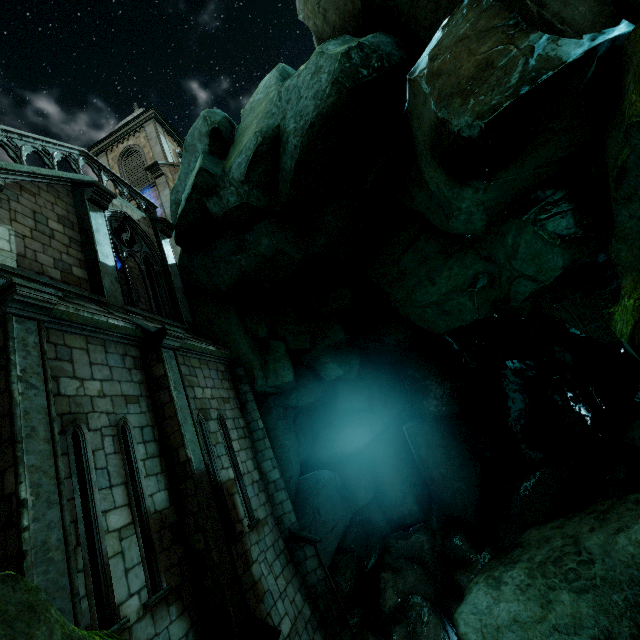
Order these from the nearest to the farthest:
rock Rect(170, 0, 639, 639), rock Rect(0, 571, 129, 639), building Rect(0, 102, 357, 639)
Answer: rock Rect(0, 571, 129, 639), building Rect(0, 102, 357, 639), rock Rect(170, 0, 639, 639)

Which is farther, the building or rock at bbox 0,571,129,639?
the building

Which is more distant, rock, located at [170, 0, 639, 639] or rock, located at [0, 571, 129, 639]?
rock, located at [170, 0, 639, 639]

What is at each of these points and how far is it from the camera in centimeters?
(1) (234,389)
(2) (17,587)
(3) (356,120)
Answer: (1) building, 1108cm
(2) rock, 203cm
(3) rock, 787cm

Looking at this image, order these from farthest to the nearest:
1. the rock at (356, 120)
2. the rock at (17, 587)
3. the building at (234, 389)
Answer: the rock at (356, 120), the building at (234, 389), the rock at (17, 587)

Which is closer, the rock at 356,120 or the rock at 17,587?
the rock at 17,587
